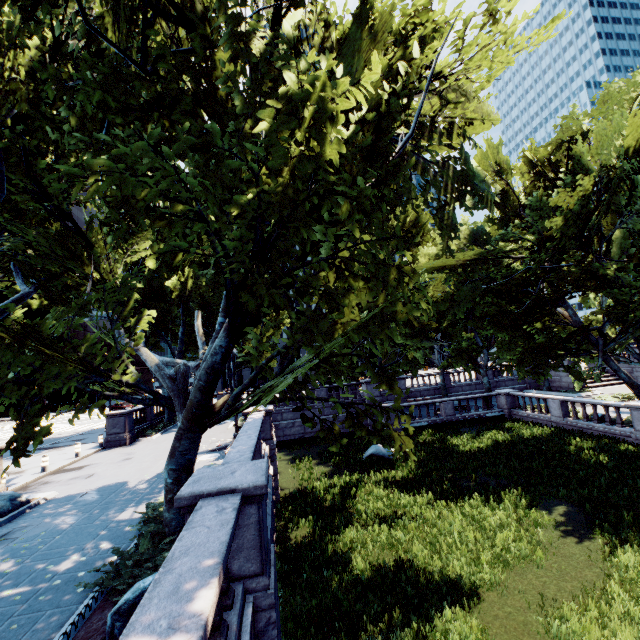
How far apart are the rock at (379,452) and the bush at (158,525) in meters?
13.5 m

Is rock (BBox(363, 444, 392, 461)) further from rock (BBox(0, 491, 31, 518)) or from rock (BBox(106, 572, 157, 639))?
rock (BBox(0, 491, 31, 518))

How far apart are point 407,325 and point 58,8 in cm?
2508

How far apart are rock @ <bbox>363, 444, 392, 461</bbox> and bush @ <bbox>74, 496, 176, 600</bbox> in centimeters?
1353cm

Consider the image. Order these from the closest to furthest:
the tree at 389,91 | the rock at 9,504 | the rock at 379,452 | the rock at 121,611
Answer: the rock at 121,611 < the tree at 389,91 < the rock at 9,504 < the rock at 379,452

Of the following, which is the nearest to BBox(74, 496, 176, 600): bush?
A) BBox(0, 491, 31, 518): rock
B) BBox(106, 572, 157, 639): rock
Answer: BBox(106, 572, 157, 639): rock

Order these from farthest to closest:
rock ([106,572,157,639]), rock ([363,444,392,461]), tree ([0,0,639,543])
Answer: rock ([363,444,392,461]) < tree ([0,0,639,543]) < rock ([106,572,157,639])

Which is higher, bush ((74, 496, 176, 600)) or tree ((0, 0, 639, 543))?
tree ((0, 0, 639, 543))
